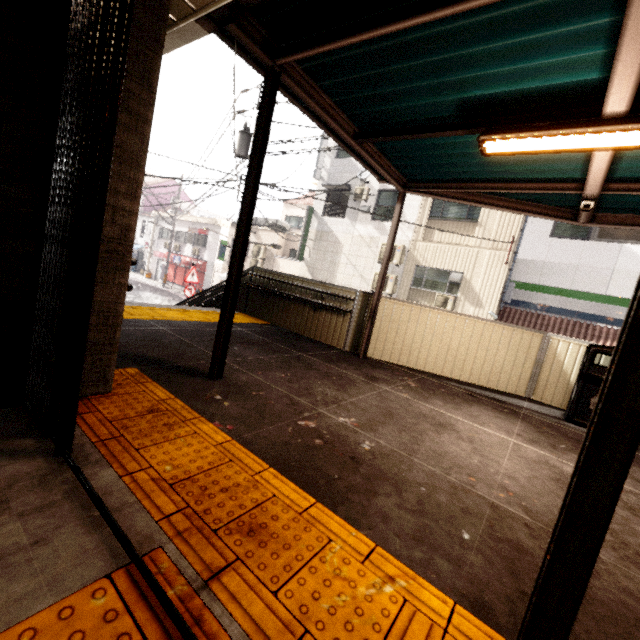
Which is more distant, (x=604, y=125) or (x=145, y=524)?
(x=604, y=125)

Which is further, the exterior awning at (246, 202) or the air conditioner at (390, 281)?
the air conditioner at (390, 281)

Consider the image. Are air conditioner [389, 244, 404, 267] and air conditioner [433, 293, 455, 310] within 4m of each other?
yes

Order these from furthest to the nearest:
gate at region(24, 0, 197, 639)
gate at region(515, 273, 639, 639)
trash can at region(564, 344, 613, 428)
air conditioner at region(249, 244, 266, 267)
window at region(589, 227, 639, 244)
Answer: air conditioner at region(249, 244, 266, 267), window at region(589, 227, 639, 244), trash can at region(564, 344, 613, 428), gate at region(24, 0, 197, 639), gate at region(515, 273, 639, 639)

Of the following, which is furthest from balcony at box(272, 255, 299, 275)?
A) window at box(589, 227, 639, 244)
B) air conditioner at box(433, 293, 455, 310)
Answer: window at box(589, 227, 639, 244)

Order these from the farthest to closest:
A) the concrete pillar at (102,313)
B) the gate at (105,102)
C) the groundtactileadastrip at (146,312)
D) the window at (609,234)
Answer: the window at (609,234) < the groundtactileadastrip at (146,312) < the concrete pillar at (102,313) < the gate at (105,102)

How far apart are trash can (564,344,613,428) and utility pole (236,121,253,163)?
9.10m

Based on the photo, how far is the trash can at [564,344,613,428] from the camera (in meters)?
4.45
